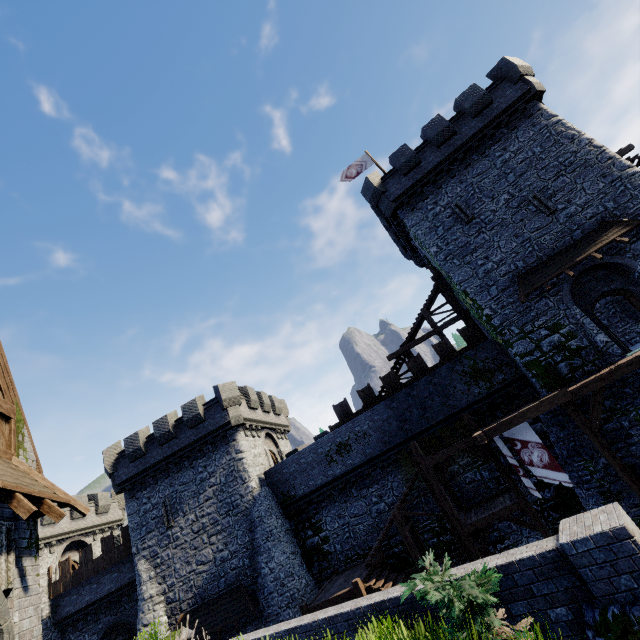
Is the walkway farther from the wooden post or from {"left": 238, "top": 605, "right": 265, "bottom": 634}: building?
{"left": 238, "top": 605, "right": 265, "bottom": 634}: building

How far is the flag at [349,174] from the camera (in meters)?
24.73

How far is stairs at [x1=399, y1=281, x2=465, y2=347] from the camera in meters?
22.0 m

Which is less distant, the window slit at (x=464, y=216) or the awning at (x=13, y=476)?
the awning at (x=13, y=476)

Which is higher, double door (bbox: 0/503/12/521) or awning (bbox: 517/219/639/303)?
awning (bbox: 517/219/639/303)

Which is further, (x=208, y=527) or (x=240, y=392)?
(x=240, y=392)

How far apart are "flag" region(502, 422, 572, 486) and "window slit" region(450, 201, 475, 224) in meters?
11.3 m

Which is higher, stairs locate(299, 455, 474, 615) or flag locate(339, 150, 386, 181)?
flag locate(339, 150, 386, 181)
